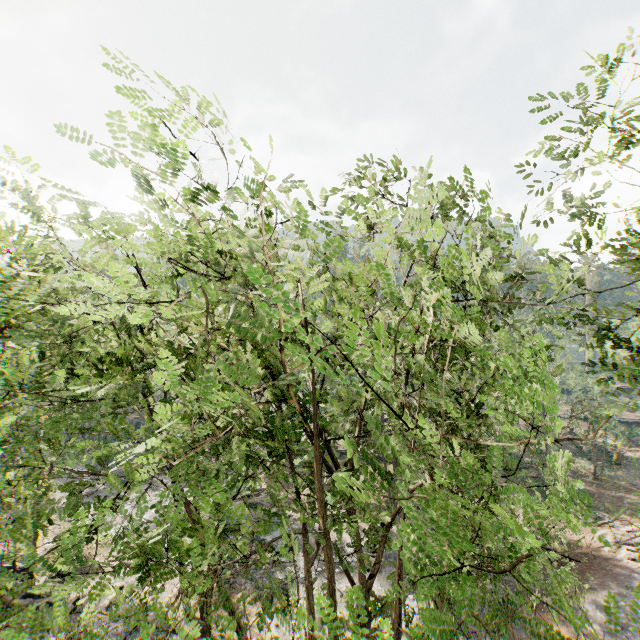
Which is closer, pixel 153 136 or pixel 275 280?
pixel 153 136
